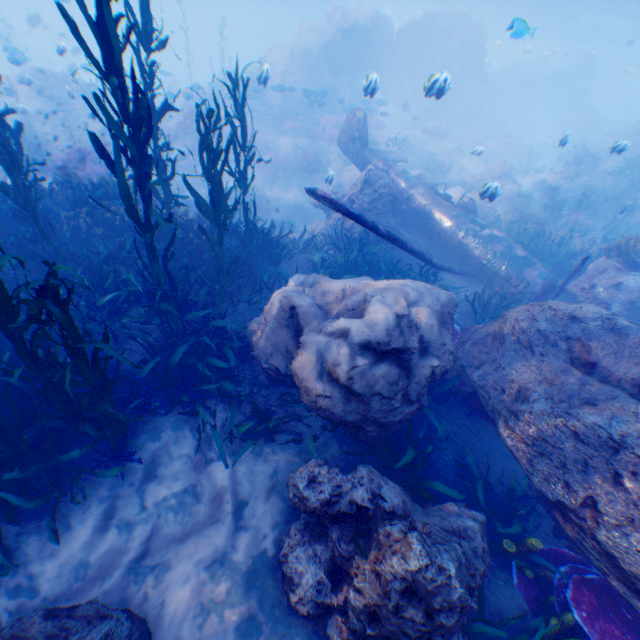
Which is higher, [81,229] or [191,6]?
[191,6]

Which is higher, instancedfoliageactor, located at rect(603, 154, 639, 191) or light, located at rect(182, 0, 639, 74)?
light, located at rect(182, 0, 639, 74)

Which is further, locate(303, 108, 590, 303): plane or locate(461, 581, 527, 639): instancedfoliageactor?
locate(303, 108, 590, 303): plane

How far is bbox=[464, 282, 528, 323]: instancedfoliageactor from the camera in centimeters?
765cm

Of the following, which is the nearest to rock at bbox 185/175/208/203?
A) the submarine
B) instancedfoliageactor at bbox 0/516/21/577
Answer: instancedfoliageactor at bbox 0/516/21/577

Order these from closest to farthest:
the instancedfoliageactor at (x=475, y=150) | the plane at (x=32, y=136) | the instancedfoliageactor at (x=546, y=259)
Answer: the instancedfoliageactor at (x=546, y=259)
the instancedfoliageactor at (x=475, y=150)
the plane at (x=32, y=136)

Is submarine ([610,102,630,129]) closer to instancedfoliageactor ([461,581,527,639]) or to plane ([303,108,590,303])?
instancedfoliageactor ([461,581,527,639])

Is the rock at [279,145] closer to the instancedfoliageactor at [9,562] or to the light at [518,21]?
the light at [518,21]
